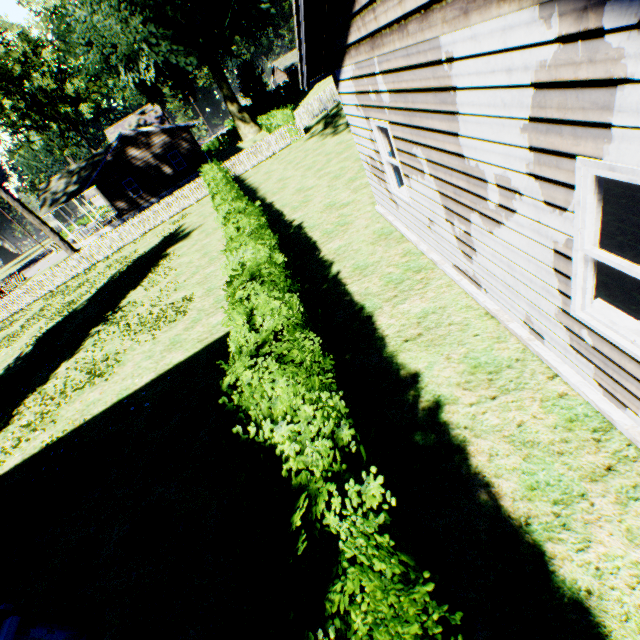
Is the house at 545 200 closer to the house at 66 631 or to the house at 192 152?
the house at 66 631

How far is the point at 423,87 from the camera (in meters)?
→ 3.87

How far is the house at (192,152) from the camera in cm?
2927

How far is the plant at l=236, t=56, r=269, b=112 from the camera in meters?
47.5 m

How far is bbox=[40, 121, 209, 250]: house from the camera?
29.3m

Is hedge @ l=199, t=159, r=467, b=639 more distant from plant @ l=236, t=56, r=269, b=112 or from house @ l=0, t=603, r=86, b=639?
plant @ l=236, t=56, r=269, b=112

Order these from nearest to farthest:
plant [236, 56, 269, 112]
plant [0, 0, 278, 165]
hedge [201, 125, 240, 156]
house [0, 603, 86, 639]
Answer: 1. house [0, 603, 86, 639]
2. plant [0, 0, 278, 165]
3. plant [236, 56, 269, 112]
4. hedge [201, 125, 240, 156]

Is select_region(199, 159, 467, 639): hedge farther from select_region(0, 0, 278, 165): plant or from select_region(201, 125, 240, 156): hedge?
select_region(201, 125, 240, 156): hedge
